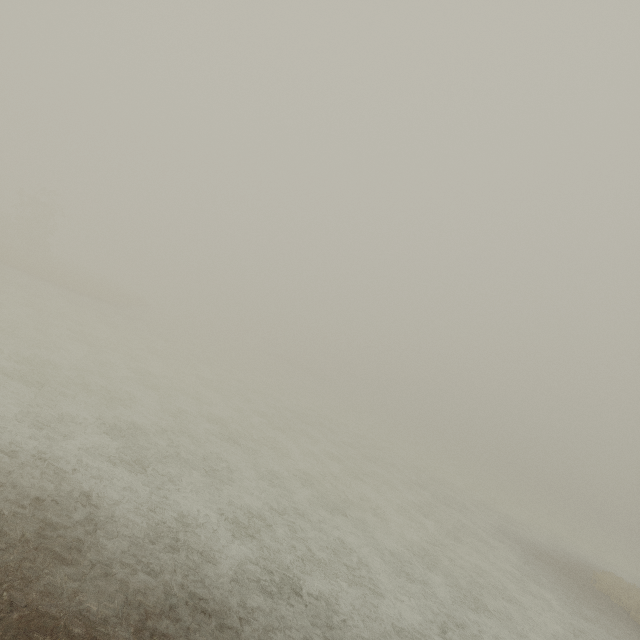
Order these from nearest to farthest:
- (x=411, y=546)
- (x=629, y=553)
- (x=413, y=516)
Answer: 1. (x=411, y=546)
2. (x=413, y=516)
3. (x=629, y=553)
